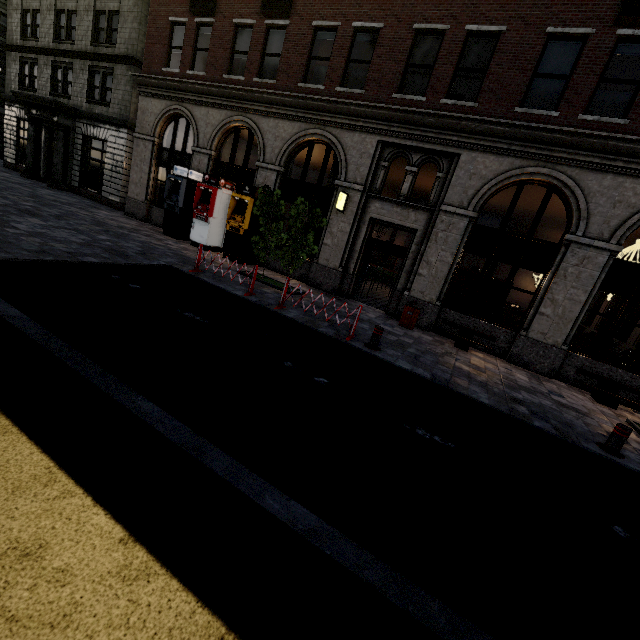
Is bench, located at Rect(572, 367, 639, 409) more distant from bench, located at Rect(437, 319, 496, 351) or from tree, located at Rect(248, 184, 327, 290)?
tree, located at Rect(248, 184, 327, 290)

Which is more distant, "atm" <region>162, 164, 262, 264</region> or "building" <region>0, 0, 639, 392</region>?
"atm" <region>162, 164, 262, 264</region>

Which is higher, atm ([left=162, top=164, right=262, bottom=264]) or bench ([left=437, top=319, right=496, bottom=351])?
atm ([left=162, top=164, right=262, bottom=264])

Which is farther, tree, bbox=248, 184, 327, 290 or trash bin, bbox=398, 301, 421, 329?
trash bin, bbox=398, 301, 421, 329

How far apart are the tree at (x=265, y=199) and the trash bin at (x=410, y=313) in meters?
3.5 m

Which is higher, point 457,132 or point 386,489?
point 457,132

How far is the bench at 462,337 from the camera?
10.5m

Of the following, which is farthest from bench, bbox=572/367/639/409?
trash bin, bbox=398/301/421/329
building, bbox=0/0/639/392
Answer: trash bin, bbox=398/301/421/329
